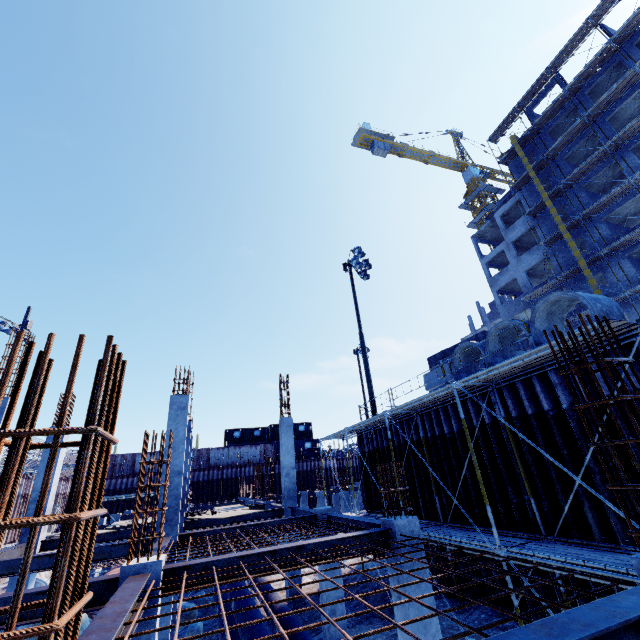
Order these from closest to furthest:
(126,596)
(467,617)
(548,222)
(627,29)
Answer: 1. (126,596)
2. (467,617)
3. (627,29)
4. (548,222)

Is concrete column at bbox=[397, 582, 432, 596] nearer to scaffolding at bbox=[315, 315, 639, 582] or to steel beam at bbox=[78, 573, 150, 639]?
scaffolding at bbox=[315, 315, 639, 582]

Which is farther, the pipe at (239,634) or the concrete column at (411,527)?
the pipe at (239,634)

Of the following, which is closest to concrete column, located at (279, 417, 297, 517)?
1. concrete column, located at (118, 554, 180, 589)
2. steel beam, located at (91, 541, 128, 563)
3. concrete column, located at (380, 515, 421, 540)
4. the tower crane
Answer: steel beam, located at (91, 541, 128, 563)

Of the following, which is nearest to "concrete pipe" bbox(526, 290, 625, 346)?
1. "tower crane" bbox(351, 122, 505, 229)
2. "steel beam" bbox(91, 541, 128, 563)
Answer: "steel beam" bbox(91, 541, 128, 563)

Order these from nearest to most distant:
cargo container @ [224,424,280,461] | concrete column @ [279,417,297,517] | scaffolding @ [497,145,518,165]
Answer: concrete column @ [279,417,297,517], scaffolding @ [497,145,518,165], cargo container @ [224,424,280,461]

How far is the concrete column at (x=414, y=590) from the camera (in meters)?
6.23

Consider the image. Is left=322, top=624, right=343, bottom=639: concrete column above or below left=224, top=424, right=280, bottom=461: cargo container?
below
